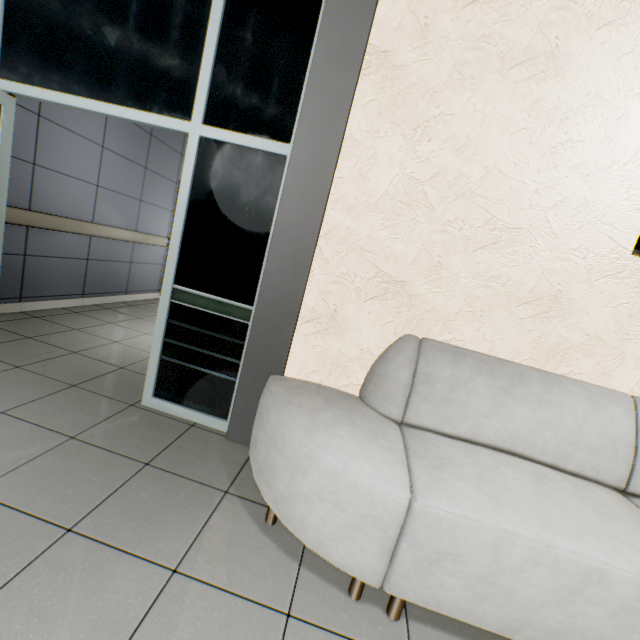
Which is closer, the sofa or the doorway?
the sofa

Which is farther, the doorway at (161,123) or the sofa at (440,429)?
the doorway at (161,123)

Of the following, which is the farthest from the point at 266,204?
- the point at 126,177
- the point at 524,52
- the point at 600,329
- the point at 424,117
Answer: the point at 126,177
